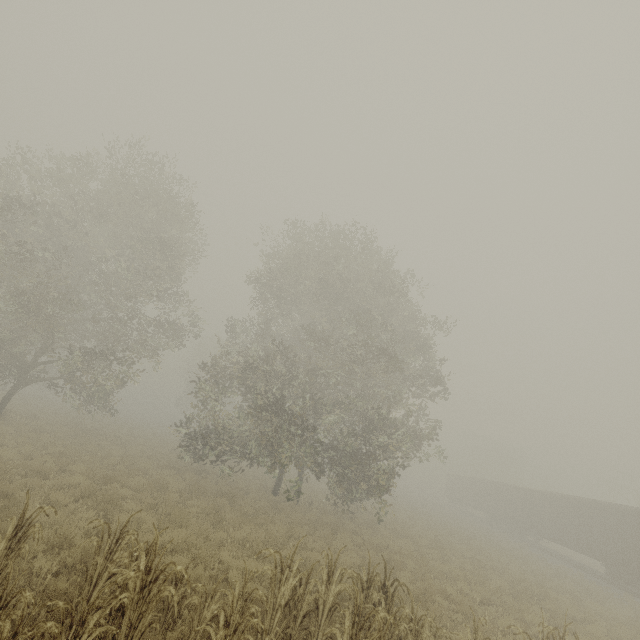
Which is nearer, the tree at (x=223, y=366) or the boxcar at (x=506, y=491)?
the tree at (x=223, y=366)

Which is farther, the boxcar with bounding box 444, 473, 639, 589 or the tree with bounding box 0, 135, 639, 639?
the boxcar with bounding box 444, 473, 639, 589

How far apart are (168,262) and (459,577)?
21.5 meters
